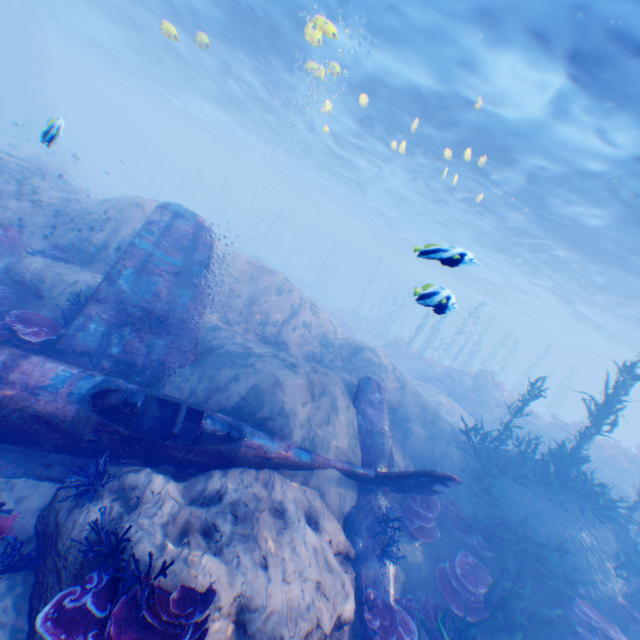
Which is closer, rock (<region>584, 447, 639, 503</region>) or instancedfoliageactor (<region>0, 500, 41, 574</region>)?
instancedfoliageactor (<region>0, 500, 41, 574</region>)

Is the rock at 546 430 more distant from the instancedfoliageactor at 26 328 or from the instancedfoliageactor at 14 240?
the instancedfoliageactor at 14 240

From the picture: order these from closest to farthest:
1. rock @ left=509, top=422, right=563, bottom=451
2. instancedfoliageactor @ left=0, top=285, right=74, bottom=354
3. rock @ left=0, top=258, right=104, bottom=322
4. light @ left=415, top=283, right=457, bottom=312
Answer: light @ left=415, top=283, right=457, bottom=312 < instancedfoliageactor @ left=0, top=285, right=74, bottom=354 < rock @ left=0, top=258, right=104, bottom=322 < rock @ left=509, top=422, right=563, bottom=451

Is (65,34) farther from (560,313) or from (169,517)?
(560,313)

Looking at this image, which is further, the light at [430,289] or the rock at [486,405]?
the rock at [486,405]

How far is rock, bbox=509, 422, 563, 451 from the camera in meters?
18.2

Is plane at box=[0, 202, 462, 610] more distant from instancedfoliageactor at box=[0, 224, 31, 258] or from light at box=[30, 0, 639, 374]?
instancedfoliageactor at box=[0, 224, 31, 258]

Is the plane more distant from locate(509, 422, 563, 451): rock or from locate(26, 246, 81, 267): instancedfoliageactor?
locate(509, 422, 563, 451): rock
